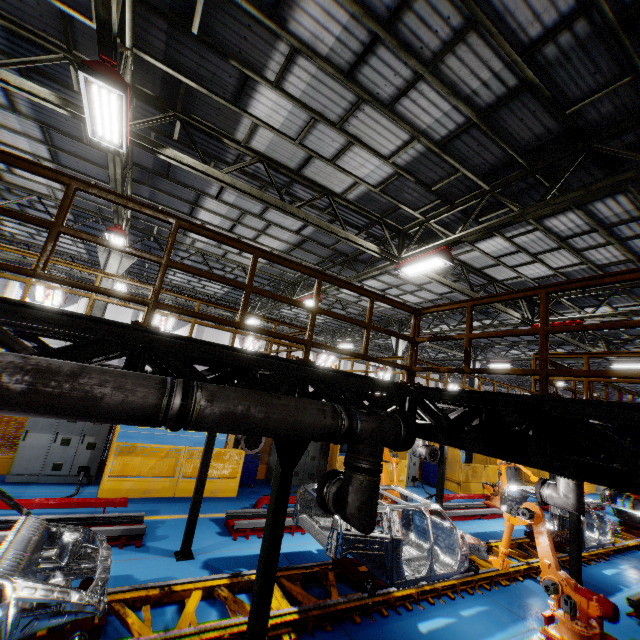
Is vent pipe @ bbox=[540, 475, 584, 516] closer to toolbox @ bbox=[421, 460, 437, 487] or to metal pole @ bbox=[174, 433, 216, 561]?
metal pole @ bbox=[174, 433, 216, 561]

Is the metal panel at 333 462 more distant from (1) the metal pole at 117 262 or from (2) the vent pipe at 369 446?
(2) the vent pipe at 369 446

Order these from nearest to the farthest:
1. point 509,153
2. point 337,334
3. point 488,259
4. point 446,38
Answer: point 446,38 → point 509,153 → point 488,259 → point 337,334

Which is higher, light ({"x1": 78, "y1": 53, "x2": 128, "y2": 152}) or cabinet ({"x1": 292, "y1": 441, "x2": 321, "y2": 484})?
light ({"x1": 78, "y1": 53, "x2": 128, "y2": 152})

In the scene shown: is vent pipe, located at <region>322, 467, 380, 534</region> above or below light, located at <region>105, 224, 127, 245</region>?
below

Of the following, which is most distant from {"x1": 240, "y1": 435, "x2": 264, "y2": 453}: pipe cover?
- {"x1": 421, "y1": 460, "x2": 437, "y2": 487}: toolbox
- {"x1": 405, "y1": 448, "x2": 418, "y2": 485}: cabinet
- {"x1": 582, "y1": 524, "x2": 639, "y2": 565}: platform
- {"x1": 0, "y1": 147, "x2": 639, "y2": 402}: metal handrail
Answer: {"x1": 421, "y1": 460, "x2": 437, "y2": 487}: toolbox

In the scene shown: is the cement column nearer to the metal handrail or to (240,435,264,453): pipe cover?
the metal handrail

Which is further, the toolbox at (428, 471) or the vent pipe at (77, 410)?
the toolbox at (428, 471)
